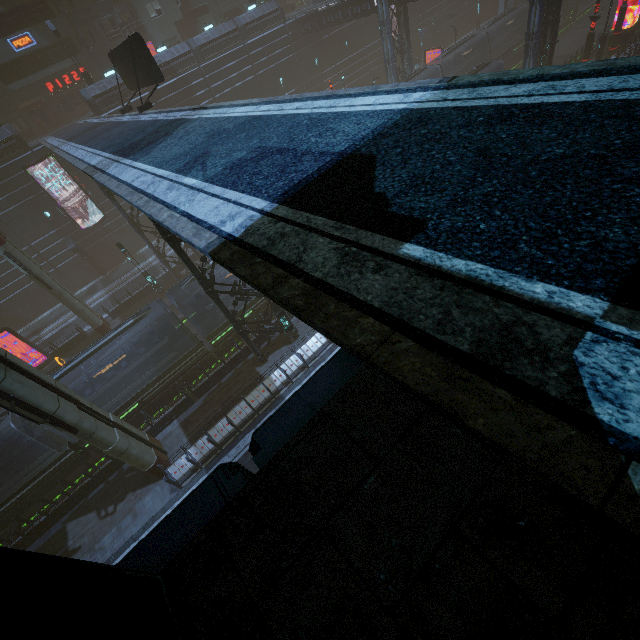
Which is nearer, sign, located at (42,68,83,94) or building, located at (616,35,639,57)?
building, located at (616,35,639,57)

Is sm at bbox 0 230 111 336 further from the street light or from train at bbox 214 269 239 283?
the street light

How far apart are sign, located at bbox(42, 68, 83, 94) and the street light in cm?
4022

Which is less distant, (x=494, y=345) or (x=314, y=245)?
(x=494, y=345)

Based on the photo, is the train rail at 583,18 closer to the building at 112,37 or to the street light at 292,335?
the building at 112,37

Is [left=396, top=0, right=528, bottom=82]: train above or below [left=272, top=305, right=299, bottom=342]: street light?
above

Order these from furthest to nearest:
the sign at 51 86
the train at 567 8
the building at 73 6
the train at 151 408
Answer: the train at 567 8, the sign at 51 86, the building at 73 6, the train at 151 408

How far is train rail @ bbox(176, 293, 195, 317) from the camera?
26.0m
